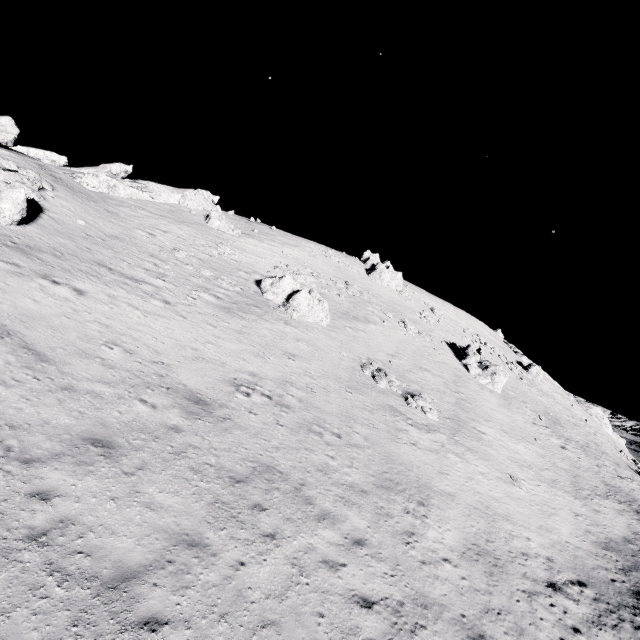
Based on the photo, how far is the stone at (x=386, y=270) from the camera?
52.4 meters

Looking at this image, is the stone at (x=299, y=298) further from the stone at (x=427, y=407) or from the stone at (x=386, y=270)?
the stone at (x=386, y=270)

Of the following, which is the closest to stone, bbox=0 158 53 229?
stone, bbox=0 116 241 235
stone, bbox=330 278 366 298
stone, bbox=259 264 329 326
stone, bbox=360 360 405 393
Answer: stone, bbox=259 264 329 326

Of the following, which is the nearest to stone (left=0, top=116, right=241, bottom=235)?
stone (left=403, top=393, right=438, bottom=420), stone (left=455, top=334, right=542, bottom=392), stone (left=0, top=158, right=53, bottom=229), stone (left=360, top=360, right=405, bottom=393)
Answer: stone (left=0, top=158, right=53, bottom=229)

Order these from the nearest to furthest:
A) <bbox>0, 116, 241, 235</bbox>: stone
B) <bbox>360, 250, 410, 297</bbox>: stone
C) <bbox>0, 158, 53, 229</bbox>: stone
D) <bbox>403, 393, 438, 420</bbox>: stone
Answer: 1. <bbox>0, 158, 53, 229</bbox>: stone
2. <bbox>403, 393, 438, 420</bbox>: stone
3. <bbox>0, 116, 241, 235</bbox>: stone
4. <bbox>360, 250, 410, 297</bbox>: stone

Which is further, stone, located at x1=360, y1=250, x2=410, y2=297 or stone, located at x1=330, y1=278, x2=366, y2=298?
stone, located at x1=360, y1=250, x2=410, y2=297

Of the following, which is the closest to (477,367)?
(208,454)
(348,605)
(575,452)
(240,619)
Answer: (575,452)

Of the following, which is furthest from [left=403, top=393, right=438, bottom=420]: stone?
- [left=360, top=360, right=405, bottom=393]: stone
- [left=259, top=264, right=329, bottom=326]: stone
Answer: [left=259, top=264, right=329, bottom=326]: stone
